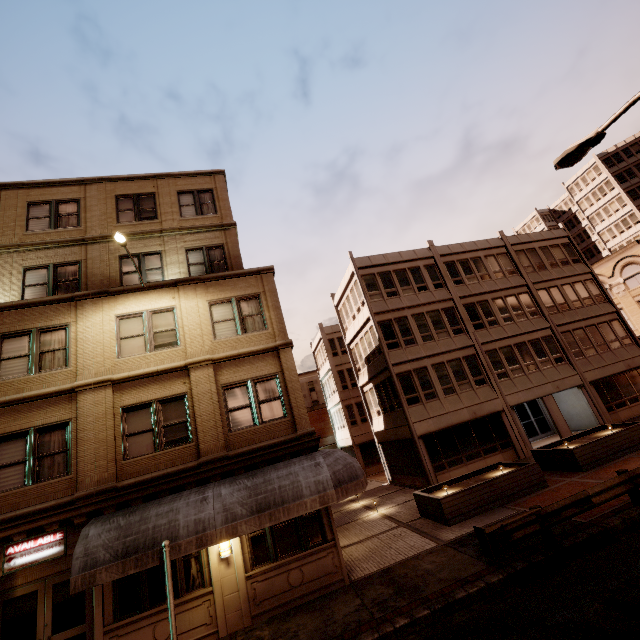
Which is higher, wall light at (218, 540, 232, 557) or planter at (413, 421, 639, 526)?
wall light at (218, 540, 232, 557)

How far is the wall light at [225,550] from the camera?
9.8m

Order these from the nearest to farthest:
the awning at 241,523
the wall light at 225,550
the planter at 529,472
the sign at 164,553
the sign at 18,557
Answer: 1. the sign at 164,553
2. the awning at 241,523
3. the sign at 18,557
4. the wall light at 225,550
5. the planter at 529,472

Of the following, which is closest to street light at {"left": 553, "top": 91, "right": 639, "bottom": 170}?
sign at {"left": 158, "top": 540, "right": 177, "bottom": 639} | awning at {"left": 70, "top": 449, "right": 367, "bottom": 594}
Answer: awning at {"left": 70, "top": 449, "right": 367, "bottom": 594}

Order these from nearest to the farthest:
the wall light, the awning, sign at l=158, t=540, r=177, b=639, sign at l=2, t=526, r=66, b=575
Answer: sign at l=158, t=540, r=177, b=639, the awning, sign at l=2, t=526, r=66, b=575, the wall light

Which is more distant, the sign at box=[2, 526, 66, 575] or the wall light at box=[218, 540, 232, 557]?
the wall light at box=[218, 540, 232, 557]

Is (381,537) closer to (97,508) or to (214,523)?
(214,523)

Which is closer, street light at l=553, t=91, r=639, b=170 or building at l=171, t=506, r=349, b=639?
street light at l=553, t=91, r=639, b=170
